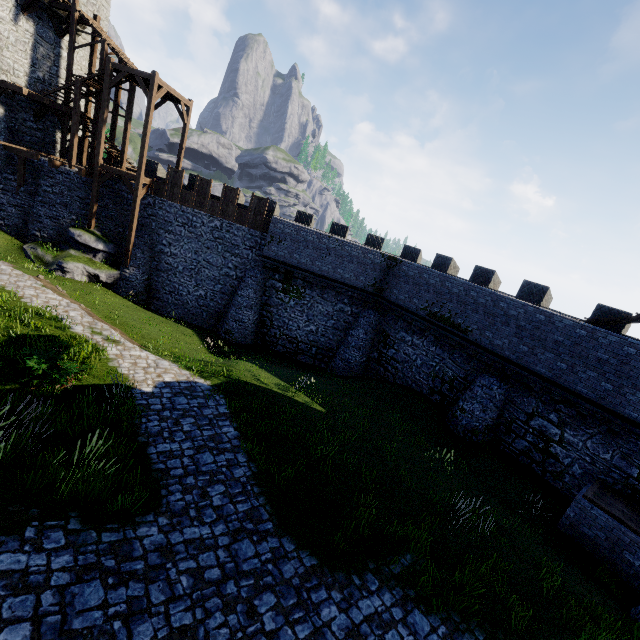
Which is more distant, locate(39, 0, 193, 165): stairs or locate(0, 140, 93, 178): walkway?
locate(0, 140, 93, 178): walkway

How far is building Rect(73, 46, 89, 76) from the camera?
24.05m

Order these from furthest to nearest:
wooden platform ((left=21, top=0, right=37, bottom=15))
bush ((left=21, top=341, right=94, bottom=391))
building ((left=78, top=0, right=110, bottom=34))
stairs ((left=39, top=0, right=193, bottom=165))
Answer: building ((left=78, top=0, right=110, bottom=34)), wooden platform ((left=21, top=0, right=37, bottom=15)), stairs ((left=39, top=0, right=193, bottom=165)), bush ((left=21, top=341, right=94, bottom=391))

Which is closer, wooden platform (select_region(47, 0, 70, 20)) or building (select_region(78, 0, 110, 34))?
wooden platform (select_region(47, 0, 70, 20))

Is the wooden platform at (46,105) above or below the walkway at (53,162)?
above

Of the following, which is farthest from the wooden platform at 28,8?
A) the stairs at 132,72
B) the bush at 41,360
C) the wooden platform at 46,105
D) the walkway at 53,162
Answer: the bush at 41,360

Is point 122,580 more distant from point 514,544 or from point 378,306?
point 378,306

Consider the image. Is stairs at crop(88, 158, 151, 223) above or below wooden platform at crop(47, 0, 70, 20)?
below
